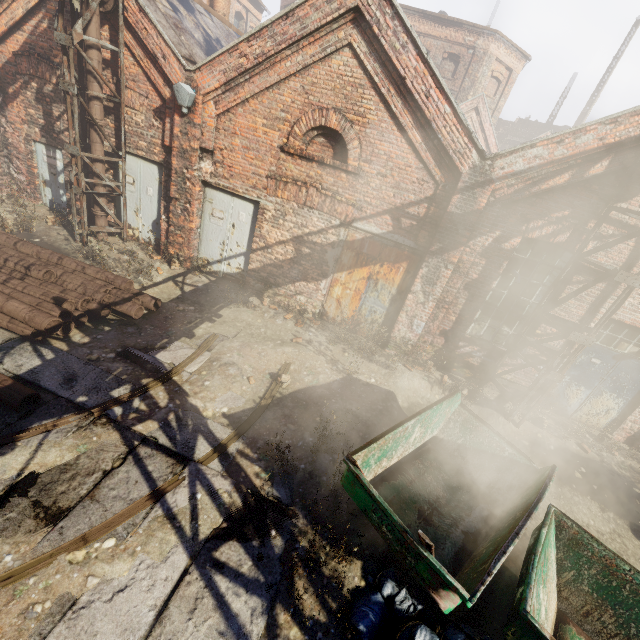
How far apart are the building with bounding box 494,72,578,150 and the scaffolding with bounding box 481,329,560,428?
33.4 meters

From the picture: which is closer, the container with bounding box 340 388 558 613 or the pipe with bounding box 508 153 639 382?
the container with bounding box 340 388 558 613

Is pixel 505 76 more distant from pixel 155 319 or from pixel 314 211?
pixel 155 319

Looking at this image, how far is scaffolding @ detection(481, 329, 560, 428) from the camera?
7.0 meters

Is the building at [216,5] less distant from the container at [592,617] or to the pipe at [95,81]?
the pipe at [95,81]

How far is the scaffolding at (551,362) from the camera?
7.03m

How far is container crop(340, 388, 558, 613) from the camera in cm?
340

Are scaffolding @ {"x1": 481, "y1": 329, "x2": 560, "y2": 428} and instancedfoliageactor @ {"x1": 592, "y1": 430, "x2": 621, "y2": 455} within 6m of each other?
yes
